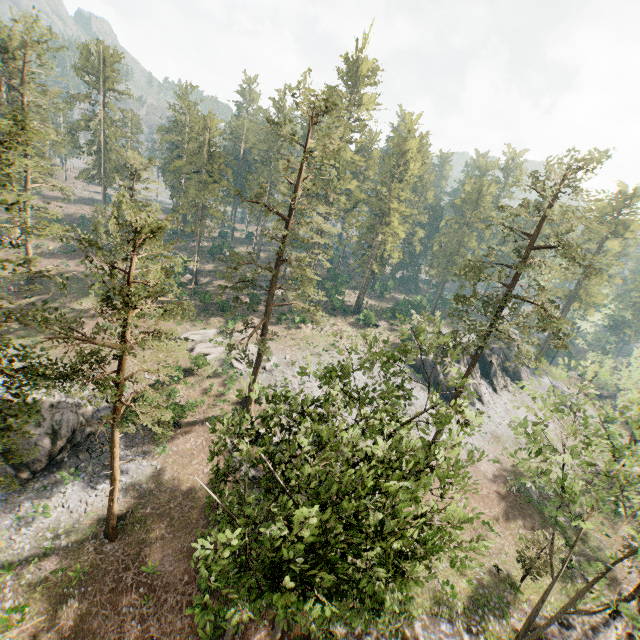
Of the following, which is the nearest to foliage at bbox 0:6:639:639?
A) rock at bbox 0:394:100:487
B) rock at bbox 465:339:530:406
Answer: rock at bbox 465:339:530:406

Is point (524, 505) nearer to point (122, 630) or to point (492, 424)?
point (492, 424)

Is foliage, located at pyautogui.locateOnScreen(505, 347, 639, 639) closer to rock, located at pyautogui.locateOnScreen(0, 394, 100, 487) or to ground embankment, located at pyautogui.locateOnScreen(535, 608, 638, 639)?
ground embankment, located at pyautogui.locateOnScreen(535, 608, 638, 639)

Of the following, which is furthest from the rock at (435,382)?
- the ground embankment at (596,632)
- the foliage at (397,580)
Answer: the ground embankment at (596,632)

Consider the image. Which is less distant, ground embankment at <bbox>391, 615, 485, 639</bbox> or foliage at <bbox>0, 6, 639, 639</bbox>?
foliage at <bbox>0, 6, 639, 639</bbox>

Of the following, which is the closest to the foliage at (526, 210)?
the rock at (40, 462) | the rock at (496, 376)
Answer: the rock at (496, 376)

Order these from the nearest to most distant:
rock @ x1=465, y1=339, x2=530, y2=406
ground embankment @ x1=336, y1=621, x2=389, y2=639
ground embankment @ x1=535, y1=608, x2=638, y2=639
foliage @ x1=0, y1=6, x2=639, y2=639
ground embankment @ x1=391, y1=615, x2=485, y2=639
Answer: foliage @ x1=0, y1=6, x2=639, y2=639
ground embankment @ x1=336, y1=621, x2=389, y2=639
ground embankment @ x1=391, y1=615, x2=485, y2=639
ground embankment @ x1=535, y1=608, x2=638, y2=639
rock @ x1=465, y1=339, x2=530, y2=406
